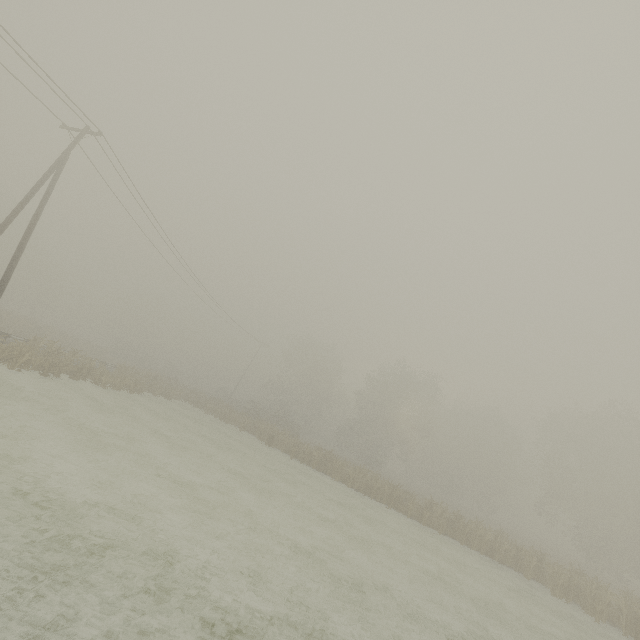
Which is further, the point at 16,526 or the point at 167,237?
the point at 167,237
